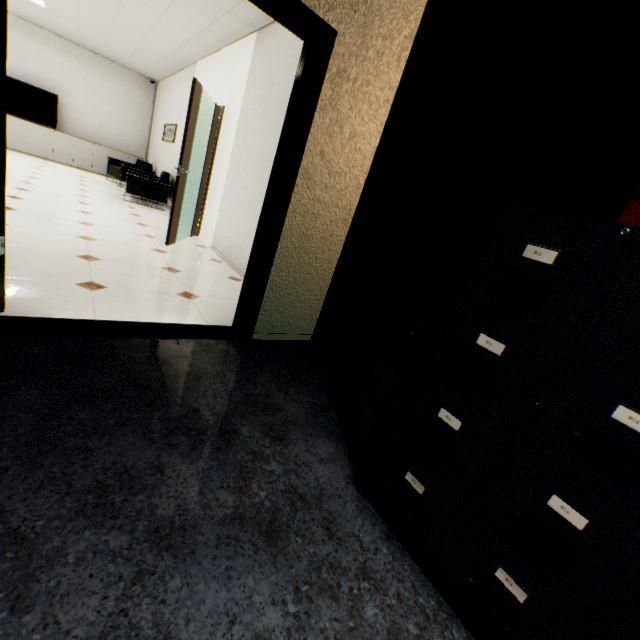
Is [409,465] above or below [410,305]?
below

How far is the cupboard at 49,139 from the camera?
8.2m

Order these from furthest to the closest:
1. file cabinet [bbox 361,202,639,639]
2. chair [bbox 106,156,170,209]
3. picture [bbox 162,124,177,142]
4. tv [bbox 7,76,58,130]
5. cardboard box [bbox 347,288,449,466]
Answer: tv [bbox 7,76,58,130] < picture [bbox 162,124,177,142] < chair [bbox 106,156,170,209] < cardboard box [bbox 347,288,449,466] < file cabinet [bbox 361,202,639,639]

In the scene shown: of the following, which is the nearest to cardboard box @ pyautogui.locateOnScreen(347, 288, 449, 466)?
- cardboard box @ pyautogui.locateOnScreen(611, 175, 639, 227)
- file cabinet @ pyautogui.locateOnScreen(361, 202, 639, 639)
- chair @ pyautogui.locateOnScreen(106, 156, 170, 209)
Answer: file cabinet @ pyautogui.locateOnScreen(361, 202, 639, 639)

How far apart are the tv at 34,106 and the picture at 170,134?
3.0m

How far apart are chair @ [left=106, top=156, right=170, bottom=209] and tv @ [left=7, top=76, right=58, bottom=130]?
3.49m

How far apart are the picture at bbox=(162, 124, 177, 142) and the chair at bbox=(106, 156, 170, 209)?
0.7m

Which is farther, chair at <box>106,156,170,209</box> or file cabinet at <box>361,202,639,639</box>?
chair at <box>106,156,170,209</box>
